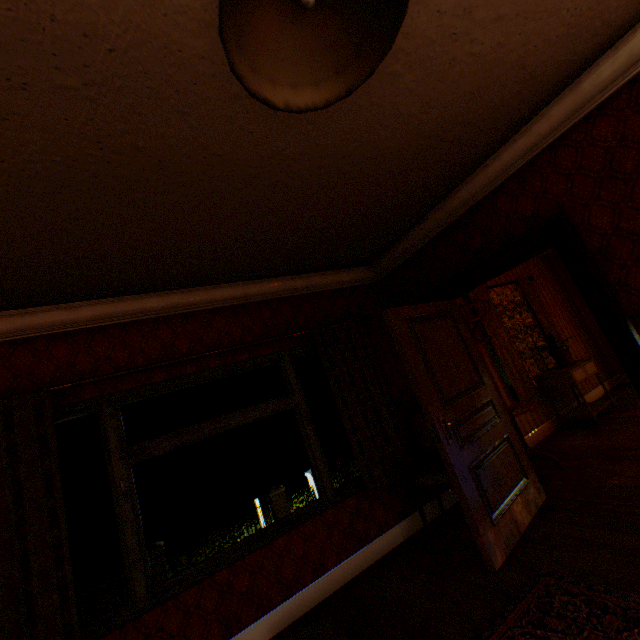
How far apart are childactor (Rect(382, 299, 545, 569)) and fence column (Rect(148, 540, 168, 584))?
15.3m

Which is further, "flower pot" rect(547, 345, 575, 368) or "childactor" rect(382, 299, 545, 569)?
"flower pot" rect(547, 345, 575, 368)

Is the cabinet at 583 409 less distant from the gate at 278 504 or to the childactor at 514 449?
the childactor at 514 449

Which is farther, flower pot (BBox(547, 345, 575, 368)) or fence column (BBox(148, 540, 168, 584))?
fence column (BBox(148, 540, 168, 584))

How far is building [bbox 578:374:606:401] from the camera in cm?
584

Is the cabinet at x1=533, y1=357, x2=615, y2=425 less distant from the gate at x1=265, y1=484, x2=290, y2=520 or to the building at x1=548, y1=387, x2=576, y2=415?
Answer: the building at x1=548, y1=387, x2=576, y2=415

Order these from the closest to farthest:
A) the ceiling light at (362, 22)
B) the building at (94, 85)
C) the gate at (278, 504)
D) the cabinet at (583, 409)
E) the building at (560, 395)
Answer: the ceiling light at (362, 22) < the building at (94, 85) < the cabinet at (583, 409) < the building at (560, 395) < the gate at (278, 504)

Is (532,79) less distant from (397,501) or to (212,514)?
(397,501)
